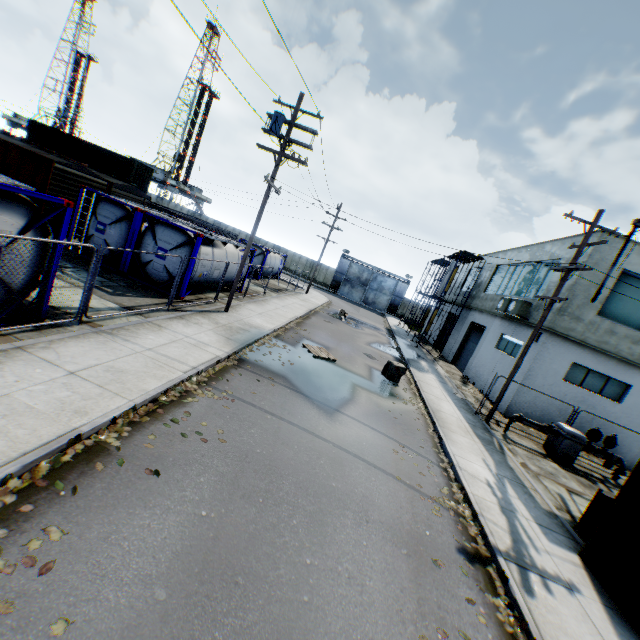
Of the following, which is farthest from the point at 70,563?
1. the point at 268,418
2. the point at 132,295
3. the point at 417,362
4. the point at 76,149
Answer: the point at 76,149

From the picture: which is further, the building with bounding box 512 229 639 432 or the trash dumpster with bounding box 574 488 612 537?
the building with bounding box 512 229 639 432

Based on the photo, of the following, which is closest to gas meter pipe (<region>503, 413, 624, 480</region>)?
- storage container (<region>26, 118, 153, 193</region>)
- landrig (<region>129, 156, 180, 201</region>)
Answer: storage container (<region>26, 118, 153, 193</region>)

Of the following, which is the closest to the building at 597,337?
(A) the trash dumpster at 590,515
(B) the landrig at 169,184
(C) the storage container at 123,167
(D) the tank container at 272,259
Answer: (A) the trash dumpster at 590,515

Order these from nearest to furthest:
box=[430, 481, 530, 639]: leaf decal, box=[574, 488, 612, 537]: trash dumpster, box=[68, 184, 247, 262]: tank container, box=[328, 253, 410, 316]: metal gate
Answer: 1. box=[430, 481, 530, 639]: leaf decal
2. box=[574, 488, 612, 537]: trash dumpster
3. box=[68, 184, 247, 262]: tank container
4. box=[328, 253, 410, 316]: metal gate

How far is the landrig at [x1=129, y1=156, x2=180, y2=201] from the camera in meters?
57.5

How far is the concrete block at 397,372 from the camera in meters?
15.4 m

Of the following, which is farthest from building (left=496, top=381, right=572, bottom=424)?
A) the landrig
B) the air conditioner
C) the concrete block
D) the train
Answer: the landrig
